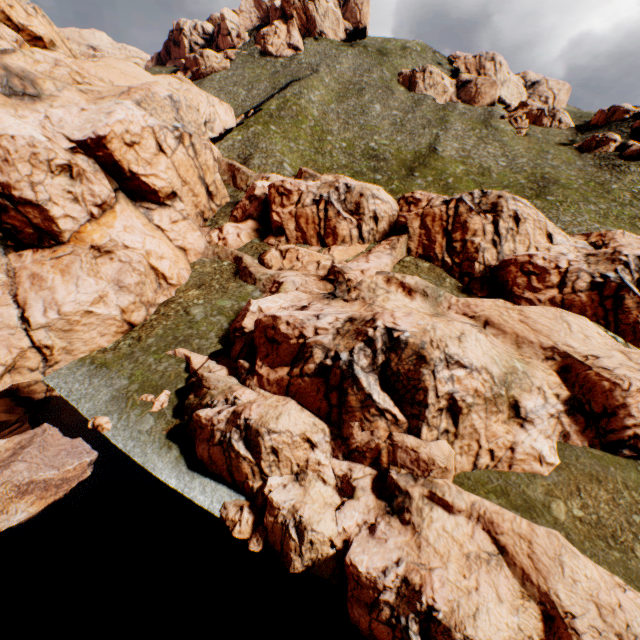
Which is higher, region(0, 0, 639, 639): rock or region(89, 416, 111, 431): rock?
region(0, 0, 639, 639): rock

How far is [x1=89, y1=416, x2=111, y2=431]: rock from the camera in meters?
22.6

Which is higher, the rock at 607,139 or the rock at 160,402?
the rock at 607,139

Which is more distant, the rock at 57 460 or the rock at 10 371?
the rock at 57 460

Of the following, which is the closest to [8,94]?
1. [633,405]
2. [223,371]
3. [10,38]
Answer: [10,38]

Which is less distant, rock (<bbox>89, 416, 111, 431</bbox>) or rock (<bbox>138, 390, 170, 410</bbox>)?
rock (<bbox>89, 416, 111, 431</bbox>)

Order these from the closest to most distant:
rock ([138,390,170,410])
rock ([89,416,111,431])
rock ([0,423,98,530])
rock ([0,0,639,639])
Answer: rock ([0,0,639,639]) → rock ([0,423,98,530]) → rock ([89,416,111,431]) → rock ([138,390,170,410])
